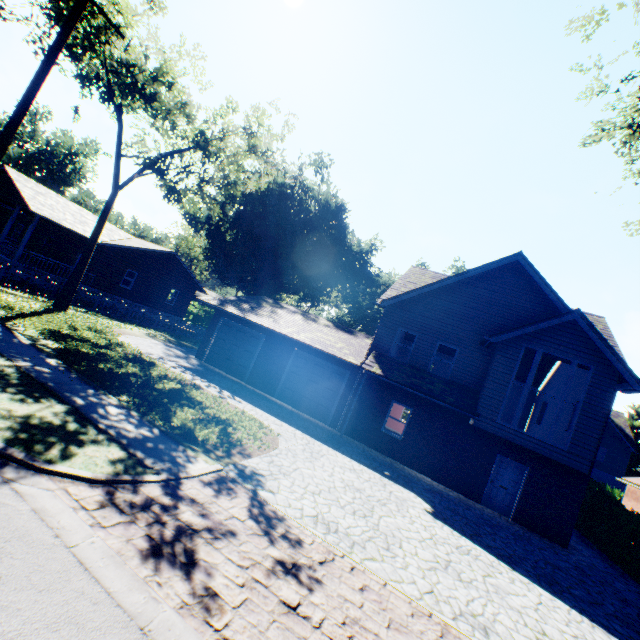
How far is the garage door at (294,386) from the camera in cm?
1683

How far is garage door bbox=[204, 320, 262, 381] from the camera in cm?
1892

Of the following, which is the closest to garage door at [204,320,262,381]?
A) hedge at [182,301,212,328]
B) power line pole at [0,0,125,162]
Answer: power line pole at [0,0,125,162]

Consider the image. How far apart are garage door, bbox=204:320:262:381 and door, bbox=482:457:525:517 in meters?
13.0 m

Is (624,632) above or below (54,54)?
below

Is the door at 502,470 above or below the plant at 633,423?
below

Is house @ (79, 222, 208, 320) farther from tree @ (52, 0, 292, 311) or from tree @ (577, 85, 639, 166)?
tree @ (577, 85, 639, 166)

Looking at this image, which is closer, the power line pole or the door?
the power line pole
